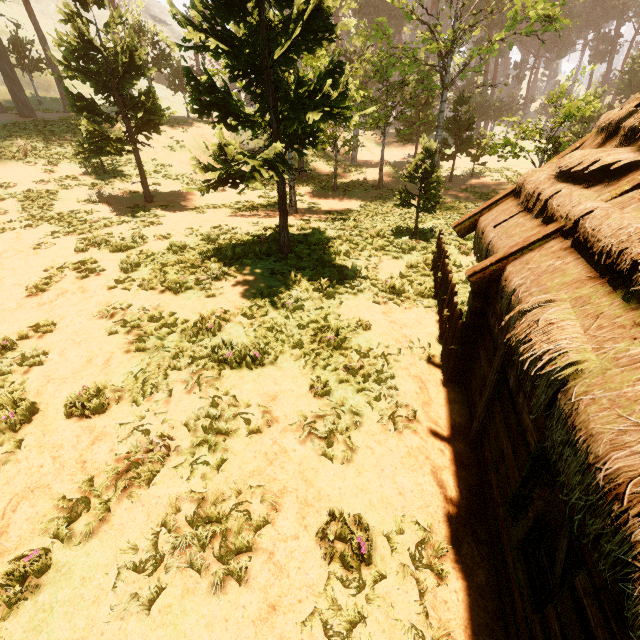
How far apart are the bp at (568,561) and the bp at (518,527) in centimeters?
17cm

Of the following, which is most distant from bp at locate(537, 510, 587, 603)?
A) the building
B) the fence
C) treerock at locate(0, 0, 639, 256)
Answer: treerock at locate(0, 0, 639, 256)

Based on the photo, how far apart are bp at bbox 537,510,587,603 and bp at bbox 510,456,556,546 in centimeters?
17cm

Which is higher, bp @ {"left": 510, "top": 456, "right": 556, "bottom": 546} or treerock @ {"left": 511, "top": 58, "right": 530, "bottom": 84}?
treerock @ {"left": 511, "top": 58, "right": 530, "bottom": 84}

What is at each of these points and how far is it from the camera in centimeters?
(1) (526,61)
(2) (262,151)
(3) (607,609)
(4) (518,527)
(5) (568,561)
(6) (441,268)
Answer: (1) treerock, 5256cm
(2) treerock, 868cm
(3) building, 213cm
(4) bp, 344cm
(5) bp, 290cm
(6) fence, 927cm

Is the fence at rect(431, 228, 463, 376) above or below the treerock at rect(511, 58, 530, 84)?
below

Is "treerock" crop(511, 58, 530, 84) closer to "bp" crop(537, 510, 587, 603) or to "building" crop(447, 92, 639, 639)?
"building" crop(447, 92, 639, 639)

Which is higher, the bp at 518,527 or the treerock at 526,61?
the treerock at 526,61
